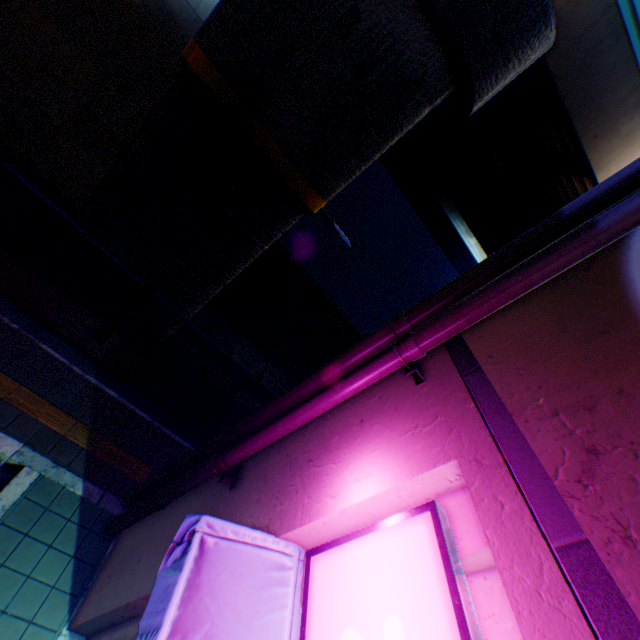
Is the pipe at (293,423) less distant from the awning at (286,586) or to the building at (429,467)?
the building at (429,467)

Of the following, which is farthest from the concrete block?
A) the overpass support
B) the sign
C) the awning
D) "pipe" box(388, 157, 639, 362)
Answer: the sign

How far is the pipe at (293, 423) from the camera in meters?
3.0

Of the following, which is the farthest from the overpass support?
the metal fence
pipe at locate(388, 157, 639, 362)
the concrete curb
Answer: pipe at locate(388, 157, 639, 362)

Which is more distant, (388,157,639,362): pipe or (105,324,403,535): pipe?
(105,324,403,535): pipe

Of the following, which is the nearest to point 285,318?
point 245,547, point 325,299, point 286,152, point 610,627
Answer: point 325,299

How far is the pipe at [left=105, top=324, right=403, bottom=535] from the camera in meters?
3.0 m

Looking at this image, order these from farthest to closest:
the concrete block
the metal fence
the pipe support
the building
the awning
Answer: the concrete block, the metal fence, the pipe support, the awning, the building
